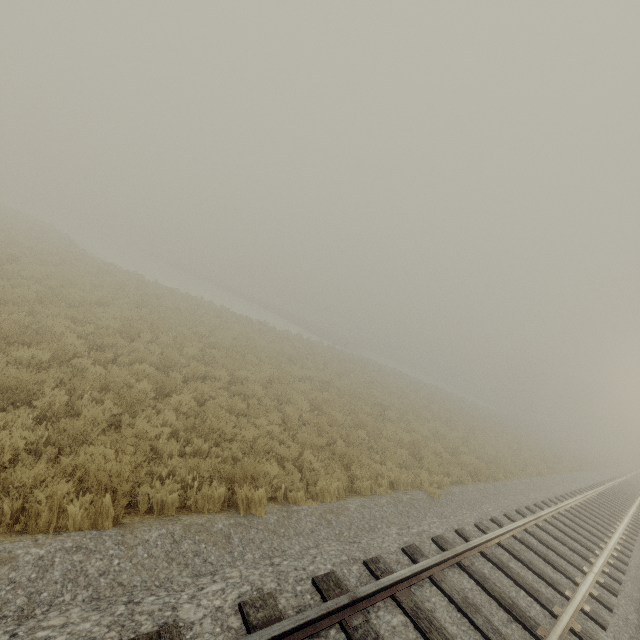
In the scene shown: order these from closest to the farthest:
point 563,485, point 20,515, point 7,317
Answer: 1. point 20,515
2. point 7,317
3. point 563,485
